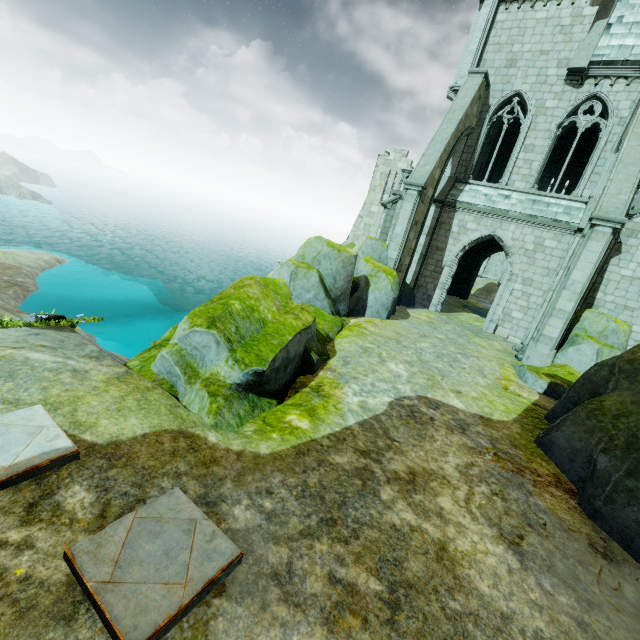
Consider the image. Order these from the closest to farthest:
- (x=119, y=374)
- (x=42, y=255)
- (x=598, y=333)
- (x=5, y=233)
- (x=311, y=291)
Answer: (x=119, y=374) → (x=311, y=291) → (x=598, y=333) → (x=42, y=255) → (x=5, y=233)

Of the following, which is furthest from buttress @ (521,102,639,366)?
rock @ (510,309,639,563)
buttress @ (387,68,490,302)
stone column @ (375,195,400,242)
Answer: stone column @ (375,195,400,242)

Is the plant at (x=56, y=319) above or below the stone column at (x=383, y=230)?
below

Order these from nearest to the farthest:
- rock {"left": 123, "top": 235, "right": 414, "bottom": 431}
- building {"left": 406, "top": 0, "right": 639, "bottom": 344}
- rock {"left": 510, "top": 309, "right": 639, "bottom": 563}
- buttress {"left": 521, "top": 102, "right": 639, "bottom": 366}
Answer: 1. rock {"left": 510, "top": 309, "right": 639, "bottom": 563}
2. rock {"left": 123, "top": 235, "right": 414, "bottom": 431}
3. buttress {"left": 521, "top": 102, "right": 639, "bottom": 366}
4. building {"left": 406, "top": 0, "right": 639, "bottom": 344}

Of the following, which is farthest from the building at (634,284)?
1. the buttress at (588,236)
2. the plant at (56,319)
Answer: the plant at (56,319)

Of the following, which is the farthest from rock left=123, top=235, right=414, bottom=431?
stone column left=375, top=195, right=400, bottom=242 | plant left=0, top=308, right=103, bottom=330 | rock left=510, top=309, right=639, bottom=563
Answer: rock left=510, top=309, right=639, bottom=563

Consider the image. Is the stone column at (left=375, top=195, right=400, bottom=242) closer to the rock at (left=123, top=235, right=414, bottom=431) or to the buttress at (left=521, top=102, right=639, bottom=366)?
the rock at (left=123, top=235, right=414, bottom=431)

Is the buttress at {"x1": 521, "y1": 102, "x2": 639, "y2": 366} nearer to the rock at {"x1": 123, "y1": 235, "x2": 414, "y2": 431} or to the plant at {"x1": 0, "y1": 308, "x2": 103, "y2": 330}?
the rock at {"x1": 123, "y1": 235, "x2": 414, "y2": 431}
